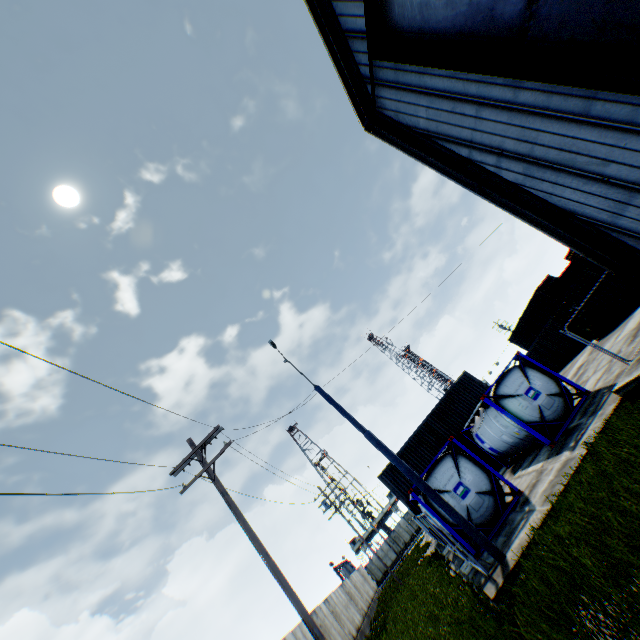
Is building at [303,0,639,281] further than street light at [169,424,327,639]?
No

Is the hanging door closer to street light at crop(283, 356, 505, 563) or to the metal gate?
street light at crop(283, 356, 505, 563)

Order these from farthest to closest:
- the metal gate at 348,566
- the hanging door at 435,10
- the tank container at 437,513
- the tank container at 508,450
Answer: the metal gate at 348,566 < the tank container at 508,450 < the tank container at 437,513 < the hanging door at 435,10

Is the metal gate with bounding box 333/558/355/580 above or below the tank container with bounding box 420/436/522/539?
above

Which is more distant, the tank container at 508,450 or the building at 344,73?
the tank container at 508,450

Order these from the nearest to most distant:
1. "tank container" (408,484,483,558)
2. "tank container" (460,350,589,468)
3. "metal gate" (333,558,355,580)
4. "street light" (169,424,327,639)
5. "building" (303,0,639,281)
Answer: "building" (303,0,639,281) → "street light" (169,424,327,639) → "tank container" (408,484,483,558) → "tank container" (460,350,589,468) → "metal gate" (333,558,355,580)

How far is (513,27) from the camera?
7.8m

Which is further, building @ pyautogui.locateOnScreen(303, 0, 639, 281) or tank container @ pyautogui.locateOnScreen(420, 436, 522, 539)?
tank container @ pyautogui.locateOnScreen(420, 436, 522, 539)
